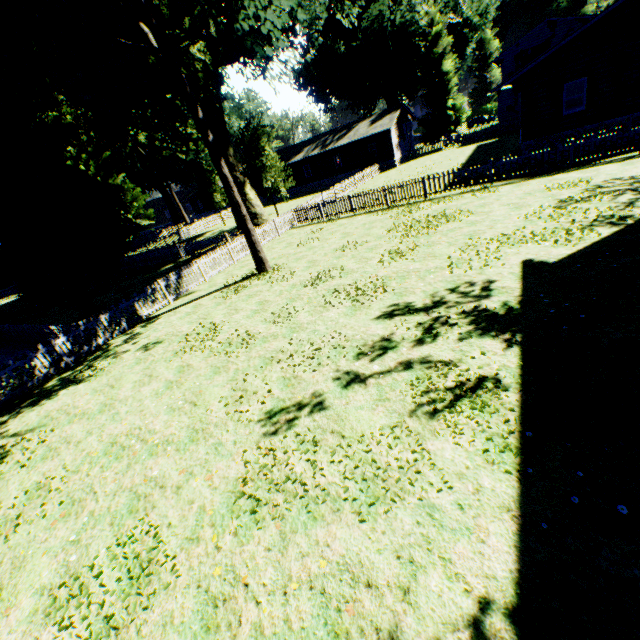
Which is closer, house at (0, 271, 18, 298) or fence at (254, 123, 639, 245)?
fence at (254, 123, 639, 245)

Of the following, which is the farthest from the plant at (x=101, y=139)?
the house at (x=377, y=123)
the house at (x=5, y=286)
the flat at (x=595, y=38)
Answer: the flat at (x=595, y=38)

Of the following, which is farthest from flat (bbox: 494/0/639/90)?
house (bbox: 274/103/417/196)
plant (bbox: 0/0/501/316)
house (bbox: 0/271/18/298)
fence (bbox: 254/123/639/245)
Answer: house (bbox: 0/271/18/298)

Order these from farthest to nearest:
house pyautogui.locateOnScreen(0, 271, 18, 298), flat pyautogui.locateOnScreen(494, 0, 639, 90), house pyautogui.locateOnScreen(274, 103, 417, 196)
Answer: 1. house pyautogui.locateOnScreen(0, 271, 18, 298)
2. house pyautogui.locateOnScreen(274, 103, 417, 196)
3. flat pyautogui.locateOnScreen(494, 0, 639, 90)

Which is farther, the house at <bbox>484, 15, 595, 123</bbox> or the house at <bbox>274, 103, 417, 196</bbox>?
the house at <bbox>274, 103, 417, 196</bbox>

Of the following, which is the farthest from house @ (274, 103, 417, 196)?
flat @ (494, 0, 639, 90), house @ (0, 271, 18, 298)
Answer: flat @ (494, 0, 639, 90)

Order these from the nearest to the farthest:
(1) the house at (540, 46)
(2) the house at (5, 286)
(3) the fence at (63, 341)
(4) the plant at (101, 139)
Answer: (3) the fence at (63, 341) → (4) the plant at (101, 139) → (1) the house at (540, 46) → (2) the house at (5, 286)

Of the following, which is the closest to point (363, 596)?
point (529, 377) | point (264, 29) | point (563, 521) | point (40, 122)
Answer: point (563, 521)
